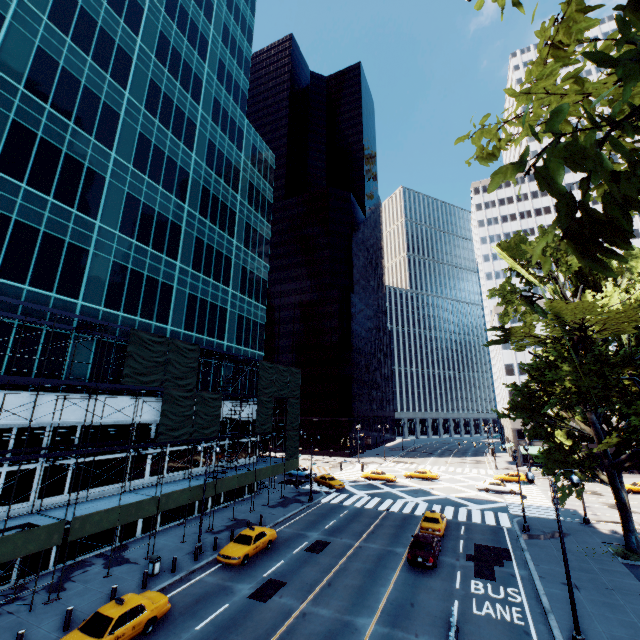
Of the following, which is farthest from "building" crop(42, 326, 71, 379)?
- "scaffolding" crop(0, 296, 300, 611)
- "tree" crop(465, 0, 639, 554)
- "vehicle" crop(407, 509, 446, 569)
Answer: "tree" crop(465, 0, 639, 554)

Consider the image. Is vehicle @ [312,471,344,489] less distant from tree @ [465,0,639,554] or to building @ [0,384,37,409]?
building @ [0,384,37,409]

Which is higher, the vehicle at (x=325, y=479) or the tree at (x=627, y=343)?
the tree at (x=627, y=343)

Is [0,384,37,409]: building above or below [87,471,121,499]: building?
above

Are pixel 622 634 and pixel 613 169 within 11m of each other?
no

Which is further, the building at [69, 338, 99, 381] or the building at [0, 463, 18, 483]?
the building at [69, 338, 99, 381]

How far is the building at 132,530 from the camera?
25.1m
